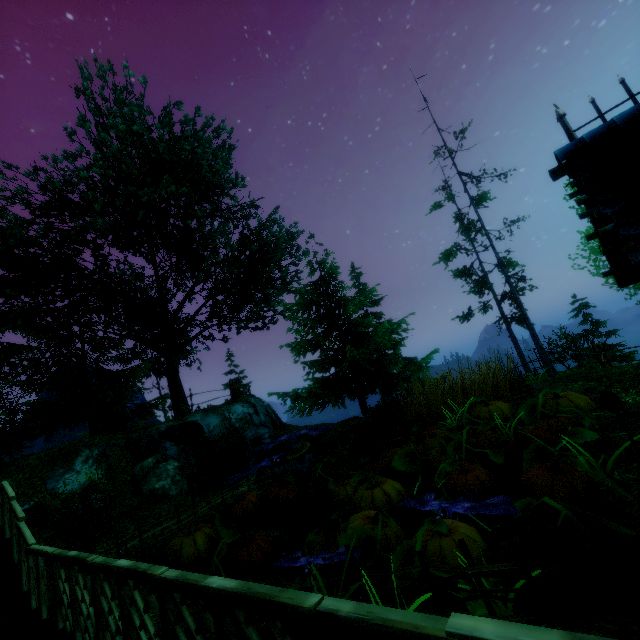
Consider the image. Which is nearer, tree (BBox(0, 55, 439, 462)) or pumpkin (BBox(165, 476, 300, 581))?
pumpkin (BBox(165, 476, 300, 581))

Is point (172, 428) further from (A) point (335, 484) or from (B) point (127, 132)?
(B) point (127, 132)

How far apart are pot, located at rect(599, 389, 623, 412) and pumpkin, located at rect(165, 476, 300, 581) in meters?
8.5 m

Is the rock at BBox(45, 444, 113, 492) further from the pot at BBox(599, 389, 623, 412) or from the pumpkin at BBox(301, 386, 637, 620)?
the pot at BBox(599, 389, 623, 412)

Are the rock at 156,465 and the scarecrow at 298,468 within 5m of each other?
no

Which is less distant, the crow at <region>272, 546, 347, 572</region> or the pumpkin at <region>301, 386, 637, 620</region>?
the pumpkin at <region>301, 386, 637, 620</region>

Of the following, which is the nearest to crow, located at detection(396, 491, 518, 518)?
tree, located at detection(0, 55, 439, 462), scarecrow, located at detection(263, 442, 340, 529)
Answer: scarecrow, located at detection(263, 442, 340, 529)

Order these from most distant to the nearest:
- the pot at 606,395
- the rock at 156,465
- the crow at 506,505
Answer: the rock at 156,465 < the pot at 606,395 < the crow at 506,505
